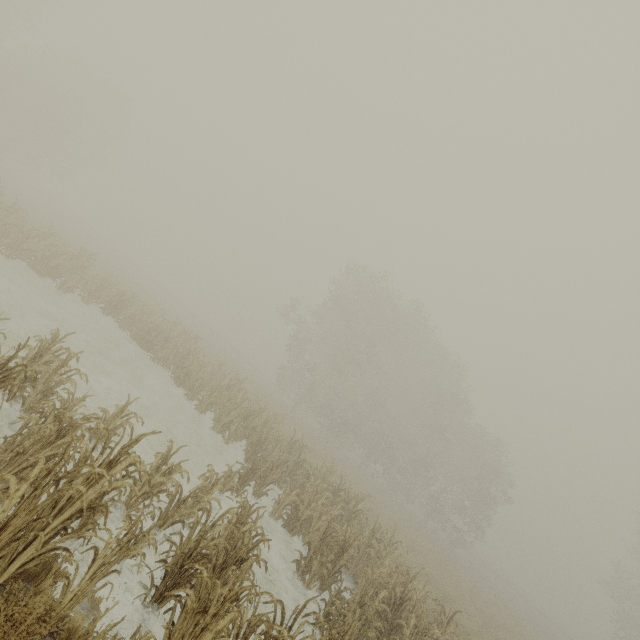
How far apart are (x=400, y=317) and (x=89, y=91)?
45.2 meters
